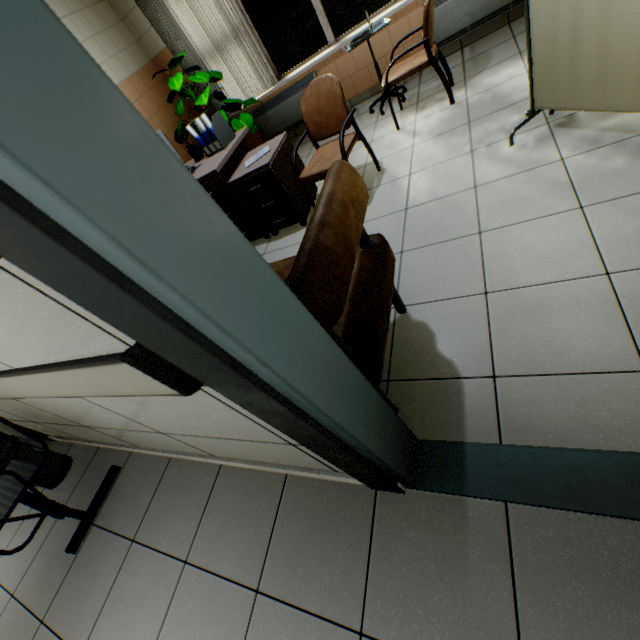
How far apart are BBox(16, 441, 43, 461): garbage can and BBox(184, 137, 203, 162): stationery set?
3.0m

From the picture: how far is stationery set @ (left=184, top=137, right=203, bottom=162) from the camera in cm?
330

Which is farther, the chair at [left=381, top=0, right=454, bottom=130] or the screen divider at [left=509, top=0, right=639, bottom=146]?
the chair at [left=381, top=0, right=454, bottom=130]

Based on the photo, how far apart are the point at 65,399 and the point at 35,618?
1.6 meters

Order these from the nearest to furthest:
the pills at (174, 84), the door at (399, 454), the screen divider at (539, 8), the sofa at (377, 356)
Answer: the door at (399, 454) → the sofa at (377, 356) → the screen divider at (539, 8) → the pills at (174, 84)

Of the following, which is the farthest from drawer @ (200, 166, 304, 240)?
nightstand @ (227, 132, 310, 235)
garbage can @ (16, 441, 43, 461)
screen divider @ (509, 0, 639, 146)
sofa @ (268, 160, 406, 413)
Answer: garbage can @ (16, 441, 43, 461)

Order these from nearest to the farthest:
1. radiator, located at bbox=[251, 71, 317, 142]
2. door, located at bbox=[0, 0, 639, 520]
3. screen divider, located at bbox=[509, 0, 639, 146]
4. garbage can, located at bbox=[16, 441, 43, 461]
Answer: door, located at bbox=[0, 0, 639, 520] < screen divider, located at bbox=[509, 0, 639, 146] < garbage can, located at bbox=[16, 441, 43, 461] < radiator, located at bbox=[251, 71, 317, 142]

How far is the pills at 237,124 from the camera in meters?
4.3
